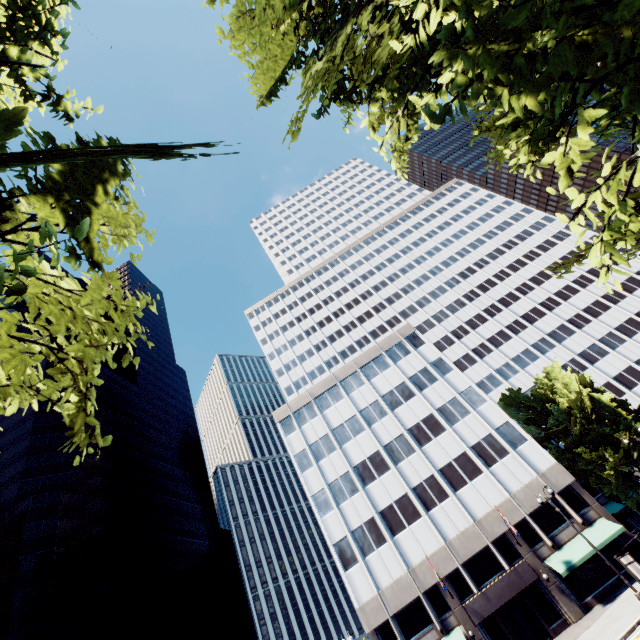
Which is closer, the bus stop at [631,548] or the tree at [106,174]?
the tree at [106,174]

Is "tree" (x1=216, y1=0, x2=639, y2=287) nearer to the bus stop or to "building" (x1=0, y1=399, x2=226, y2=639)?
the bus stop

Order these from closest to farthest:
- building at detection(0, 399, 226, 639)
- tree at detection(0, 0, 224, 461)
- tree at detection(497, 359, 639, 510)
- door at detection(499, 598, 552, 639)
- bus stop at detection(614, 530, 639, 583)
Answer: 1. tree at detection(0, 0, 224, 461)
2. bus stop at detection(614, 530, 639, 583)
3. door at detection(499, 598, 552, 639)
4. tree at detection(497, 359, 639, 510)
5. building at detection(0, 399, 226, 639)

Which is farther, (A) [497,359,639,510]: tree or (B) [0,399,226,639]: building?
(B) [0,399,226,639]: building

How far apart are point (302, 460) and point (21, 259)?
42.59m

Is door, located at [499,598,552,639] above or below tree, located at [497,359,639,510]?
below
